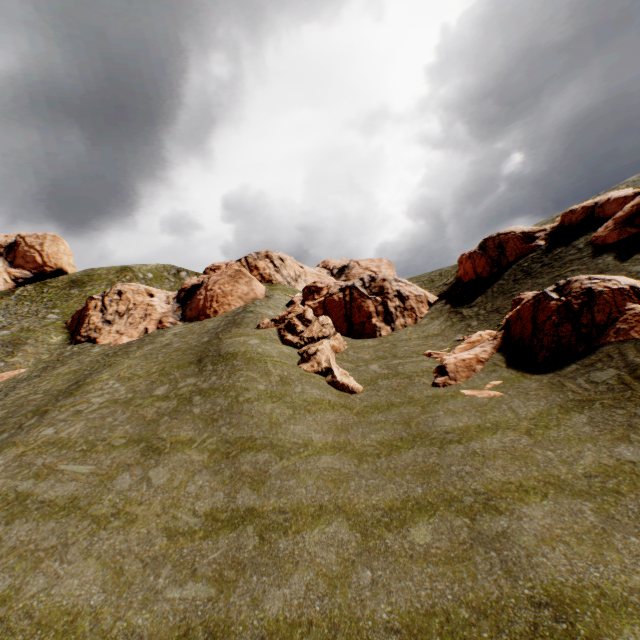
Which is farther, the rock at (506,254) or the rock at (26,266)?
the rock at (26,266)

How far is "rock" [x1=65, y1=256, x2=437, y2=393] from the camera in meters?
23.0 m

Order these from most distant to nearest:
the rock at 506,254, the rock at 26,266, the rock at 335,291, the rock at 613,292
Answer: the rock at 26,266 → the rock at 335,291 → the rock at 506,254 → the rock at 613,292

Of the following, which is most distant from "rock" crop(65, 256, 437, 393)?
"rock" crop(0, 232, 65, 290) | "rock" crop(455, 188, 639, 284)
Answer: "rock" crop(0, 232, 65, 290)

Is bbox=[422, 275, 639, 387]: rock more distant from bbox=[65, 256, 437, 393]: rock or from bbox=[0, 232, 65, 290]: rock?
bbox=[0, 232, 65, 290]: rock

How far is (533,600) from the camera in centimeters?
642cm

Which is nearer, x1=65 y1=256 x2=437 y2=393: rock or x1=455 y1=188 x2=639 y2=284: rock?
x1=455 y1=188 x2=639 y2=284: rock
